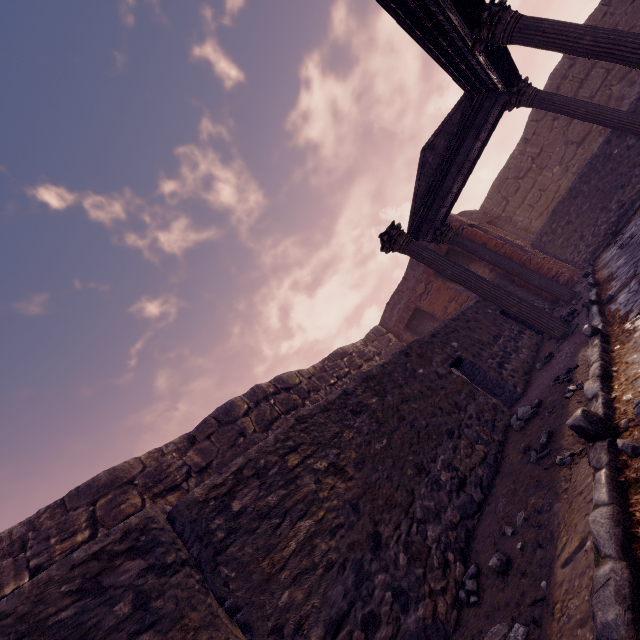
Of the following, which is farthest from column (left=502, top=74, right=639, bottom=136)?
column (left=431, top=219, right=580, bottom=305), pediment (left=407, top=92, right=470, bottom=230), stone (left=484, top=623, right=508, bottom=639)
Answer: stone (left=484, top=623, right=508, bottom=639)

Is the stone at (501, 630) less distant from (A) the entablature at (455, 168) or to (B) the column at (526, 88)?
(A) the entablature at (455, 168)

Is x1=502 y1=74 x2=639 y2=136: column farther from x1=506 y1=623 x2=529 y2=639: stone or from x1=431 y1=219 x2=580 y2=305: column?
x1=506 y1=623 x2=529 y2=639: stone

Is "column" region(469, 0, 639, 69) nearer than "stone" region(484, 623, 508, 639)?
No

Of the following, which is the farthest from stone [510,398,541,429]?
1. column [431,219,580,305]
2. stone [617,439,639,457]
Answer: column [431,219,580,305]

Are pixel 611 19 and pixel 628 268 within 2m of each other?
no

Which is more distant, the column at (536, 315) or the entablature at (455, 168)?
the column at (536, 315)

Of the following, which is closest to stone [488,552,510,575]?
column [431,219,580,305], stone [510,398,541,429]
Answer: stone [510,398,541,429]
